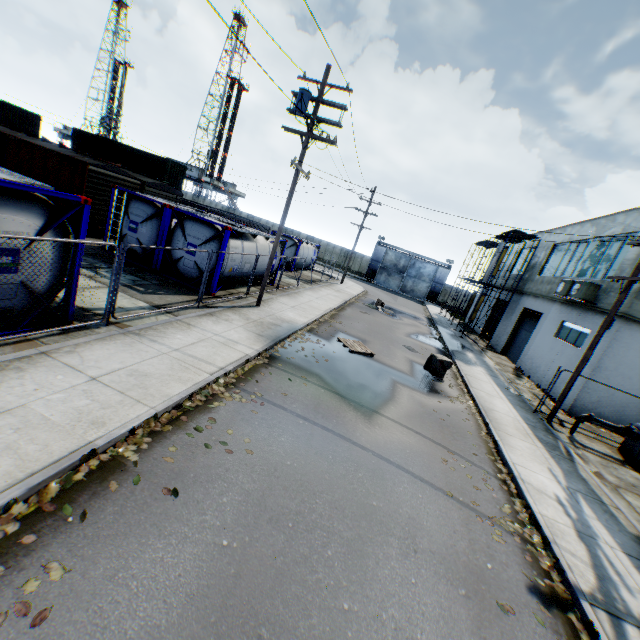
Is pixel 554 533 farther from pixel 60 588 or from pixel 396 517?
pixel 60 588

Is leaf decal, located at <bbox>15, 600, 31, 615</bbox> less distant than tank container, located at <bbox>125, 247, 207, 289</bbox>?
Yes

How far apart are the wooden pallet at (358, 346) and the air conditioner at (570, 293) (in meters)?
10.62

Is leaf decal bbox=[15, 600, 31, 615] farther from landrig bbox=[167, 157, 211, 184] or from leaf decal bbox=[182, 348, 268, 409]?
landrig bbox=[167, 157, 211, 184]

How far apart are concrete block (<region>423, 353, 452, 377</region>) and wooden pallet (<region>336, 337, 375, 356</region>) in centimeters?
259cm

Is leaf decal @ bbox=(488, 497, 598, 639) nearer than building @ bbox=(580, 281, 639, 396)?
Yes

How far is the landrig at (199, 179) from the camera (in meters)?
58.65

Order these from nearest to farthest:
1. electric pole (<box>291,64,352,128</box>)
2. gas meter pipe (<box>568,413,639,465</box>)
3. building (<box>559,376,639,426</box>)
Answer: gas meter pipe (<box>568,413,639,465</box>)
electric pole (<box>291,64,352,128</box>)
building (<box>559,376,639,426</box>)
